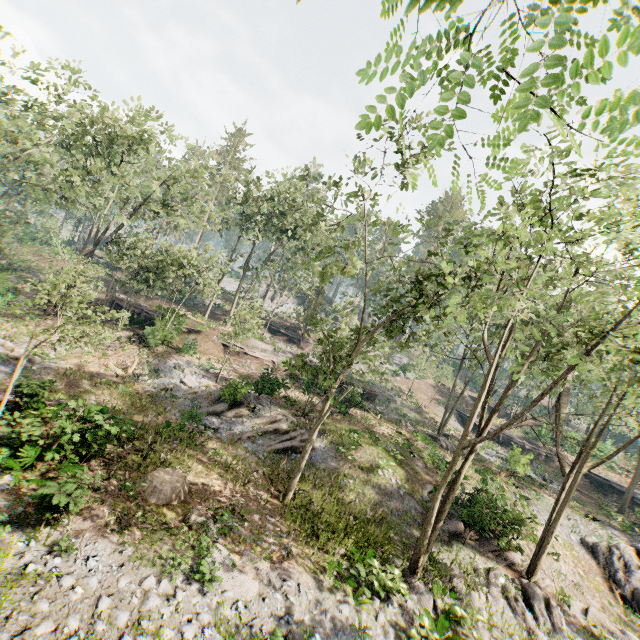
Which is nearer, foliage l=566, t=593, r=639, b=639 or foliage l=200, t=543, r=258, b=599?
foliage l=200, t=543, r=258, b=599

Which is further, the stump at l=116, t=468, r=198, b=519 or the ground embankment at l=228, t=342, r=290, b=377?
the ground embankment at l=228, t=342, r=290, b=377

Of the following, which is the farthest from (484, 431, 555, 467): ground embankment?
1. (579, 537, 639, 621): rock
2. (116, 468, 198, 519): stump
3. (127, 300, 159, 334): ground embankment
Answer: (127, 300, 159, 334): ground embankment

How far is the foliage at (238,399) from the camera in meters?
21.2 m

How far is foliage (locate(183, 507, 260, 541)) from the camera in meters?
11.6

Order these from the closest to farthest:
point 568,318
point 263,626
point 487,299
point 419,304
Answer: point 263,626, point 487,299, point 419,304, point 568,318

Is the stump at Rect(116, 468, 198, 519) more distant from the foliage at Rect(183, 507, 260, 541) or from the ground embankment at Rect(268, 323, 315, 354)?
the ground embankment at Rect(268, 323, 315, 354)
